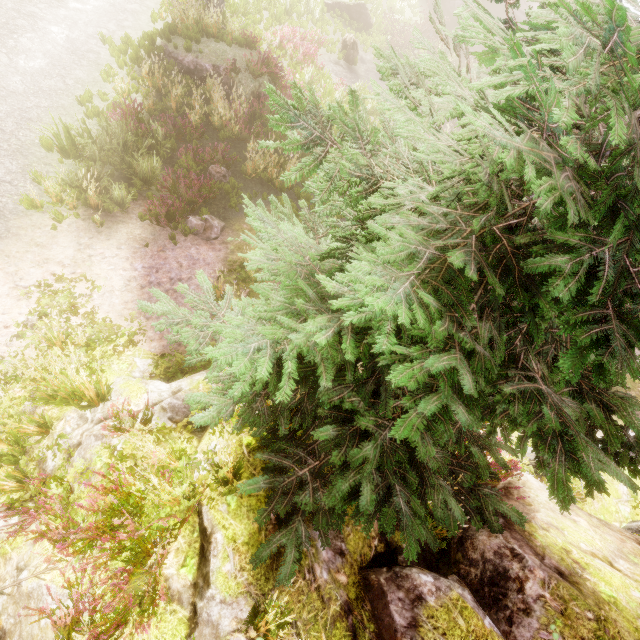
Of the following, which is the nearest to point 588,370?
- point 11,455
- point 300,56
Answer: point 11,455

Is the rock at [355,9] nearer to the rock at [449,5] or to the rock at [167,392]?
the rock at [449,5]

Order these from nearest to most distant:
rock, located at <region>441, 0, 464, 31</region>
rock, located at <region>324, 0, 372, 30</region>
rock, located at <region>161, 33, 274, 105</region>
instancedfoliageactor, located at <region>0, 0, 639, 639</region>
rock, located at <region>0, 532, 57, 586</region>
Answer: instancedfoliageactor, located at <region>0, 0, 639, 639</region>
rock, located at <region>0, 532, 57, 586</region>
rock, located at <region>161, 33, 274, 105</region>
rock, located at <region>324, 0, 372, 30</region>
rock, located at <region>441, 0, 464, 31</region>

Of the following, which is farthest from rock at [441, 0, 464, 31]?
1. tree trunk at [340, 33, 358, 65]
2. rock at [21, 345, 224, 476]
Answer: rock at [21, 345, 224, 476]

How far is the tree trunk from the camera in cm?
1809

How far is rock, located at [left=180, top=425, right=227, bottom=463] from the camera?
4.2m

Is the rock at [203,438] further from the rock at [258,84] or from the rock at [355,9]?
the rock at [355,9]

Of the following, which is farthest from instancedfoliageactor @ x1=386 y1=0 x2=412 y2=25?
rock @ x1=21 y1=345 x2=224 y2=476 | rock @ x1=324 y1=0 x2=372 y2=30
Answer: rock @ x1=324 y1=0 x2=372 y2=30
